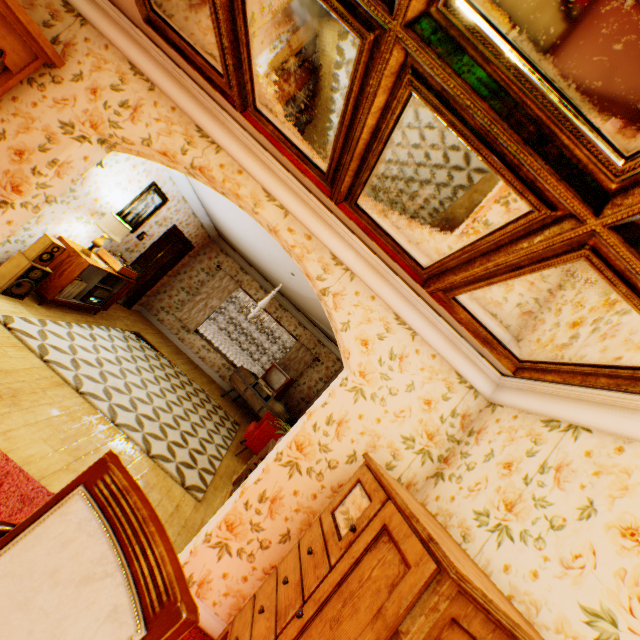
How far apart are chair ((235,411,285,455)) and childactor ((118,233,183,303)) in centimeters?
485cm

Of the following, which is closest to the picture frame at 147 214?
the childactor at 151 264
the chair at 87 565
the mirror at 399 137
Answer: the childactor at 151 264

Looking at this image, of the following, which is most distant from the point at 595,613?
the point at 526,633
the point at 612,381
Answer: the point at 612,381

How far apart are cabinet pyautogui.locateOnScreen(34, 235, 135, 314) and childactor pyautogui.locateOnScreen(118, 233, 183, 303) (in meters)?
2.02

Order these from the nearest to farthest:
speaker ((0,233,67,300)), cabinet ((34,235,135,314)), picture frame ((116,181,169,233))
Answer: speaker ((0,233,67,300)) → cabinet ((34,235,135,314)) → picture frame ((116,181,169,233))

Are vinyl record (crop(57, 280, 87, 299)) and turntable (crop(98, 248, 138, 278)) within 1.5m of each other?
yes

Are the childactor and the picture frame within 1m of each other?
no

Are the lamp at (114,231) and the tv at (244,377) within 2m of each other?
no
